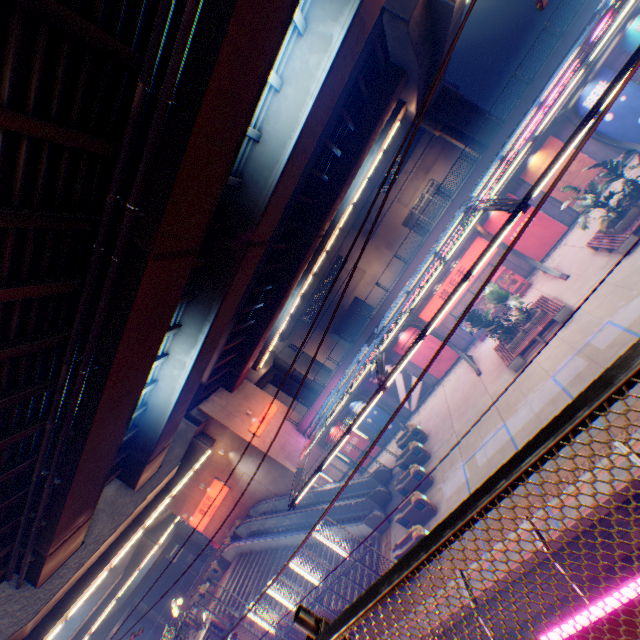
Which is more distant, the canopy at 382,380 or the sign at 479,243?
the sign at 479,243

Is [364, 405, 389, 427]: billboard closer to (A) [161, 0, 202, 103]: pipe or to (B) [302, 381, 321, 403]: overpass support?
(B) [302, 381, 321, 403]: overpass support

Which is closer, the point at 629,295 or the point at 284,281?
the point at 629,295

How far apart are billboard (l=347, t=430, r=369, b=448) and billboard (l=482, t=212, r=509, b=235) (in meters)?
18.39

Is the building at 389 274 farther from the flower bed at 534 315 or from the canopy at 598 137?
the flower bed at 534 315

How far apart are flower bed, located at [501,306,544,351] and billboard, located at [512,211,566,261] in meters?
5.5 m

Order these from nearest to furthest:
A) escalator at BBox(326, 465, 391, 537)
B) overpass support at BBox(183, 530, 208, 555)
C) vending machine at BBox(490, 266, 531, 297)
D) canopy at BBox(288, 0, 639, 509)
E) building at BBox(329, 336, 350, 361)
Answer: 1. canopy at BBox(288, 0, 639, 509)
2. escalator at BBox(326, 465, 391, 537)
3. vending machine at BBox(490, 266, 531, 297)
4. building at BBox(329, 336, 350, 361)
5. overpass support at BBox(183, 530, 208, 555)

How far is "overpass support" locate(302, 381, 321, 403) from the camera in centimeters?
3859cm
